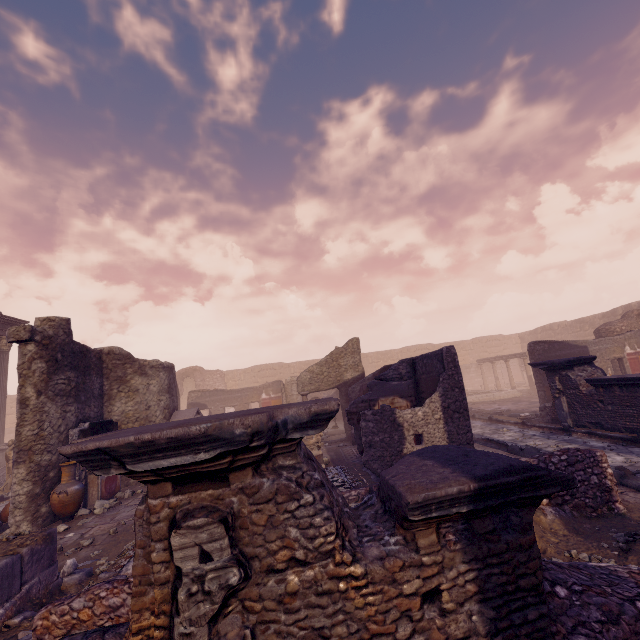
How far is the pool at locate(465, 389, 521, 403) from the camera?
20.5 meters

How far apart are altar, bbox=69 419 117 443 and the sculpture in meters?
5.1 m

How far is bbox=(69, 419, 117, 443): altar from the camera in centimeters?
859cm

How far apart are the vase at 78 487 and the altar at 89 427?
0.1m

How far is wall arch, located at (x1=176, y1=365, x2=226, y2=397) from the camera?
30.5m

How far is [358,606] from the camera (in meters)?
2.00

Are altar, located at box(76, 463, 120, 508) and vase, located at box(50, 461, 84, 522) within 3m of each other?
yes

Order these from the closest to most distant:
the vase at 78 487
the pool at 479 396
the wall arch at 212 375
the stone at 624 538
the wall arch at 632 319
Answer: the stone at 624 538, the vase at 78 487, the wall arch at 632 319, the pool at 479 396, the wall arch at 212 375
